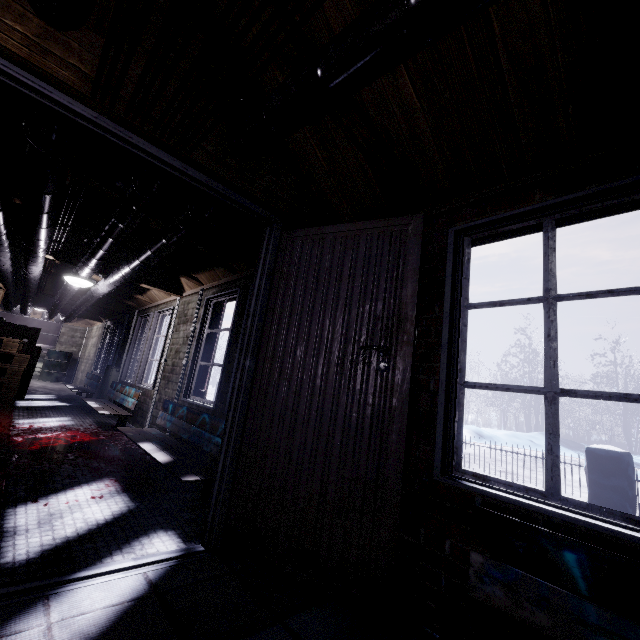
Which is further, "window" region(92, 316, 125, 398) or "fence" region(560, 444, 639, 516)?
"window" region(92, 316, 125, 398)

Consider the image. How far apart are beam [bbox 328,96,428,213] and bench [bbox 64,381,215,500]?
2.0m

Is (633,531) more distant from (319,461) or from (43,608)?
(43,608)

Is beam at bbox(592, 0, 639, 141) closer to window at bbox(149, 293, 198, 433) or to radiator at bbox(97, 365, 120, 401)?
window at bbox(149, 293, 198, 433)

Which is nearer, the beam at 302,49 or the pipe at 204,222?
the beam at 302,49

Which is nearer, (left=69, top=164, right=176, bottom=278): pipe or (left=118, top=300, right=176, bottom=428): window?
(left=69, top=164, right=176, bottom=278): pipe

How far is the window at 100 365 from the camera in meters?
7.5 m

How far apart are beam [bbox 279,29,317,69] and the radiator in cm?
613
